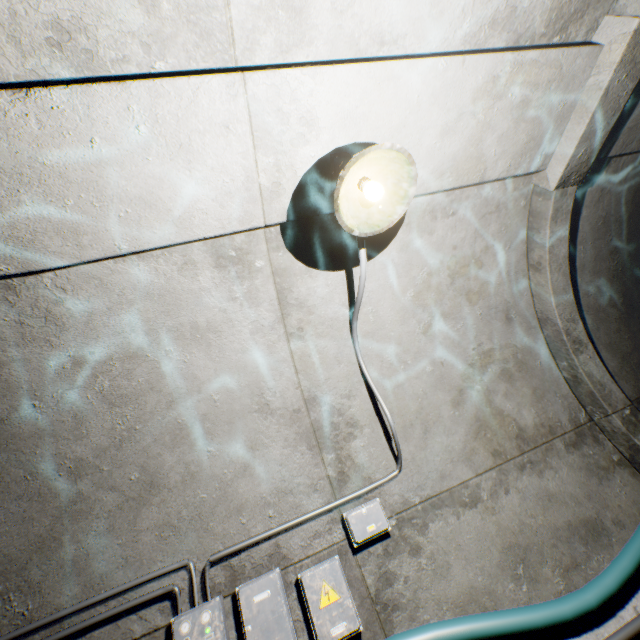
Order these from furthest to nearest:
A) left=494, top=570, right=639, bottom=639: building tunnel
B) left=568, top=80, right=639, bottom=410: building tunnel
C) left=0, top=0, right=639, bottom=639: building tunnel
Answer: left=568, top=80, right=639, bottom=410: building tunnel < left=494, top=570, right=639, bottom=639: building tunnel < left=0, top=0, right=639, bottom=639: building tunnel

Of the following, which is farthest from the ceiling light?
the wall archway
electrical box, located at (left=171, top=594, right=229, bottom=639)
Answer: electrical box, located at (left=171, top=594, right=229, bottom=639)

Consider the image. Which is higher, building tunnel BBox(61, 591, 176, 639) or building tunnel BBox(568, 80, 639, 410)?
building tunnel BBox(568, 80, 639, 410)

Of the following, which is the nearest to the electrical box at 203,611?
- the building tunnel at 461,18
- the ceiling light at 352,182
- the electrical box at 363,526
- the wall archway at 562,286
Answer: the building tunnel at 461,18

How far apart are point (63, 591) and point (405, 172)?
3.28m

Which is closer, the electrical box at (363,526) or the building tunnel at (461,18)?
the building tunnel at (461,18)

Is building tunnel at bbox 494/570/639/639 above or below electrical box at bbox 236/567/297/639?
below

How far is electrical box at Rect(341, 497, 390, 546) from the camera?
2.3m
